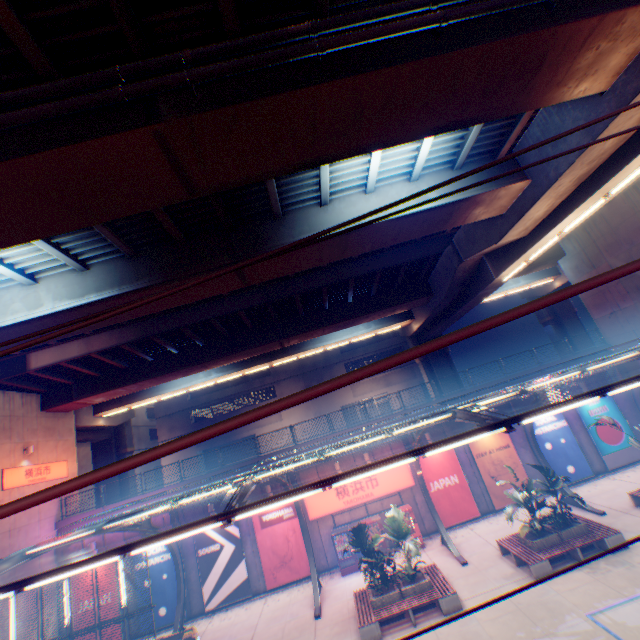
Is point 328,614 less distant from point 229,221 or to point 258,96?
point 229,221

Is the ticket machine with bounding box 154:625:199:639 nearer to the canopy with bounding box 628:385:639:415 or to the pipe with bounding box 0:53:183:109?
the canopy with bounding box 628:385:639:415

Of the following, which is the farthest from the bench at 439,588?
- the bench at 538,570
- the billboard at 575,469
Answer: the billboard at 575,469

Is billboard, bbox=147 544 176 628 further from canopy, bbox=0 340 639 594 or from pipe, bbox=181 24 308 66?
pipe, bbox=181 24 308 66

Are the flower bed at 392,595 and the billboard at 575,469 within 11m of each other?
no

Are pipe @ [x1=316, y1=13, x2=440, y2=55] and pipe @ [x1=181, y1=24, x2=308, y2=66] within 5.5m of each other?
yes

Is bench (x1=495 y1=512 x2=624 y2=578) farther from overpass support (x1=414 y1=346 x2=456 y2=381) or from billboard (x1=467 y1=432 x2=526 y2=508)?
overpass support (x1=414 y1=346 x2=456 y2=381)

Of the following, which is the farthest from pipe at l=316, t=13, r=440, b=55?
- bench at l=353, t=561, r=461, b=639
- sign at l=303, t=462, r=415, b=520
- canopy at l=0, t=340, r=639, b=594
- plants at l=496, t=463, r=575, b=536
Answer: sign at l=303, t=462, r=415, b=520
